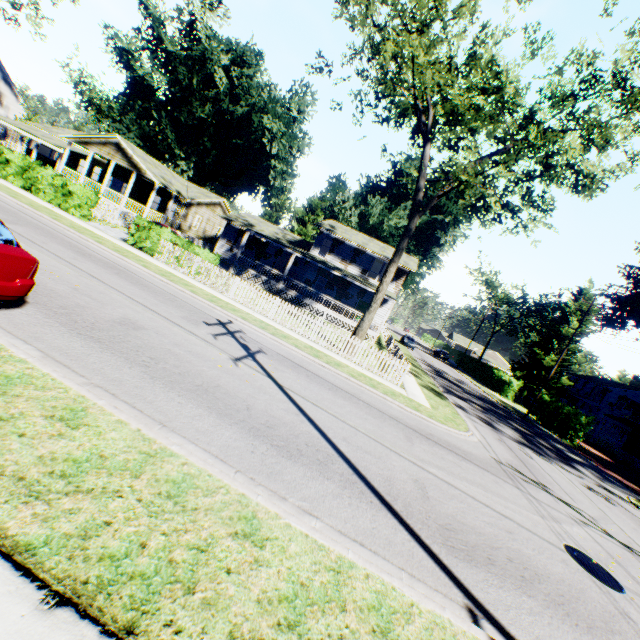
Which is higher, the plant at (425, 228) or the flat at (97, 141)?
the plant at (425, 228)

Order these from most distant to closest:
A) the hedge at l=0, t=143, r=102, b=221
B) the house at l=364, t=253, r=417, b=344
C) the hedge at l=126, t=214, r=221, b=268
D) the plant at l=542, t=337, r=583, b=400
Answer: the plant at l=542, t=337, r=583, b=400
the house at l=364, t=253, r=417, b=344
the hedge at l=0, t=143, r=102, b=221
the hedge at l=126, t=214, r=221, b=268

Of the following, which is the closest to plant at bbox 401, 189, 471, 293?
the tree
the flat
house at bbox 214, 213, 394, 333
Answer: house at bbox 214, 213, 394, 333

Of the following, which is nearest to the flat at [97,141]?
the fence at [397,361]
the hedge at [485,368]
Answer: the fence at [397,361]

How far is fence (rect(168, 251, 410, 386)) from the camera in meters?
16.0 m

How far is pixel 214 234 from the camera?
40.7 meters

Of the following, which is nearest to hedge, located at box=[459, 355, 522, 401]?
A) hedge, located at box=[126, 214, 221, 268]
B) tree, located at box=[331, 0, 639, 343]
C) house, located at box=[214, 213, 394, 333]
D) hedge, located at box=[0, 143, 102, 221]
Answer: house, located at box=[214, 213, 394, 333]

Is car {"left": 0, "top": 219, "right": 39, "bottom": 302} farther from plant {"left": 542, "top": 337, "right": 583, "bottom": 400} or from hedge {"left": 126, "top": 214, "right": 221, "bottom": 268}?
plant {"left": 542, "top": 337, "right": 583, "bottom": 400}
